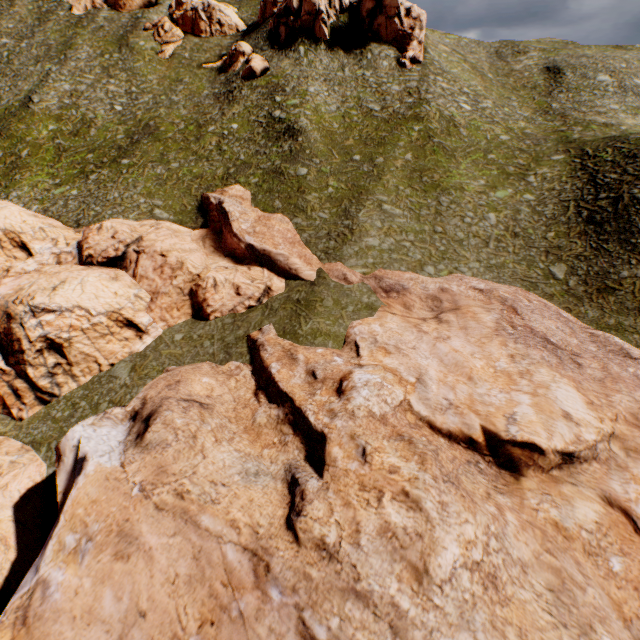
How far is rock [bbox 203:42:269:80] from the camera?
46.0 meters

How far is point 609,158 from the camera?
29.70m

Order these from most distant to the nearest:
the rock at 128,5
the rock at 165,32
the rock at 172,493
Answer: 1. the rock at 128,5
2. the rock at 165,32
3. the rock at 172,493

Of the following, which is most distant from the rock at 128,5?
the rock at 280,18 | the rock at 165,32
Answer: the rock at 280,18

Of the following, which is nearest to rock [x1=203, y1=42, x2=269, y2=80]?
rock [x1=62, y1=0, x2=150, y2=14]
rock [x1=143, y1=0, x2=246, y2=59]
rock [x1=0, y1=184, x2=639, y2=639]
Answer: rock [x1=143, y1=0, x2=246, y2=59]

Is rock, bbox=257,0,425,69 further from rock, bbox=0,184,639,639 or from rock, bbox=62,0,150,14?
rock, bbox=0,184,639,639
